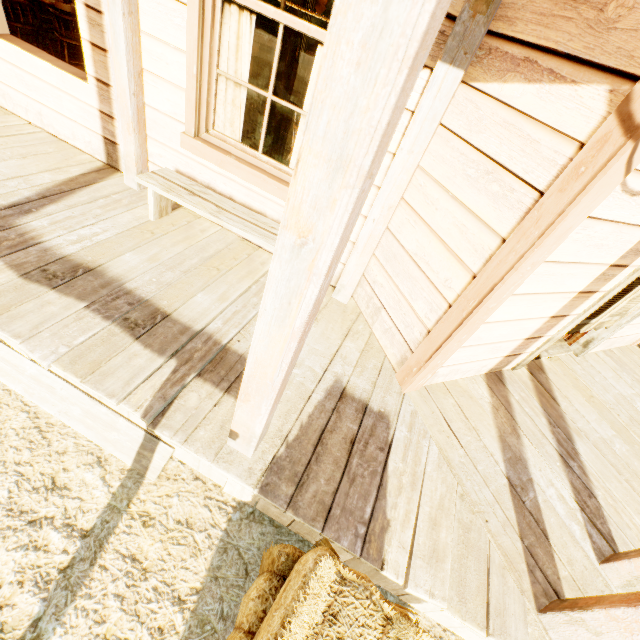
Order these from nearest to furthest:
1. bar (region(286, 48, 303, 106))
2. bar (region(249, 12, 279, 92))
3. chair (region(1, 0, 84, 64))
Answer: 1. chair (region(1, 0, 84, 64))
2. bar (region(249, 12, 279, 92))
3. bar (region(286, 48, 303, 106))

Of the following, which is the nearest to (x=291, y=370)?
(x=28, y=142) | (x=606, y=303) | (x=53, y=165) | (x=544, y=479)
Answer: (x=544, y=479)

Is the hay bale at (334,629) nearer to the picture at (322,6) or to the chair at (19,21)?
the chair at (19,21)

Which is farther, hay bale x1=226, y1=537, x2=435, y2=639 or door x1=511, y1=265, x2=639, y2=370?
door x1=511, y1=265, x2=639, y2=370

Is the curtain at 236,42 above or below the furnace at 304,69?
above

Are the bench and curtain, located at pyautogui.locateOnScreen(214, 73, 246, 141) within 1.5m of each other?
yes

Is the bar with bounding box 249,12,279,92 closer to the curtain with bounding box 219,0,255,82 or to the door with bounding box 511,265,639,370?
the curtain with bounding box 219,0,255,82

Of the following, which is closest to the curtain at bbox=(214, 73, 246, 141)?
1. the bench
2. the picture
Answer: the bench
